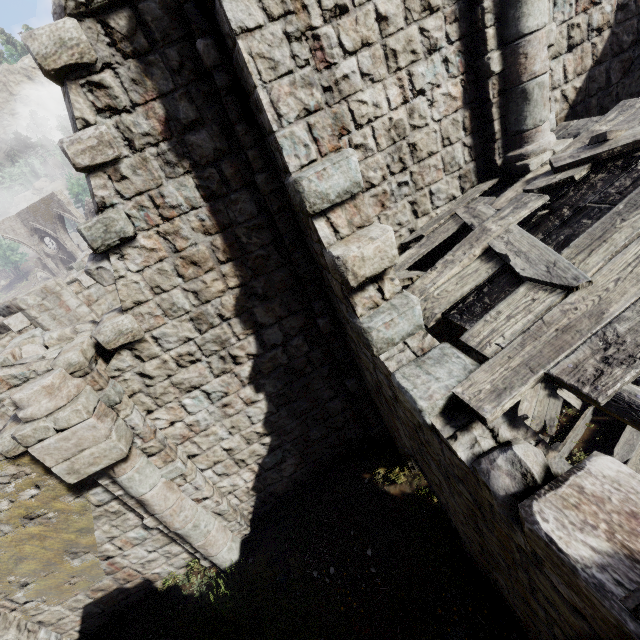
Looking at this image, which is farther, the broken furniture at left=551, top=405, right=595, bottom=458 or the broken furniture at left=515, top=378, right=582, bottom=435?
the broken furniture at left=515, top=378, right=582, bottom=435

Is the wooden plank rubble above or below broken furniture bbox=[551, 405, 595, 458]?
above

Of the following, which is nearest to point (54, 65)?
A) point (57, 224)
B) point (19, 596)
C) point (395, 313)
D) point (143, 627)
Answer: point (395, 313)

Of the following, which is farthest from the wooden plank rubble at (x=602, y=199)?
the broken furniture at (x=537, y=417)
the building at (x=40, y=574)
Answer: the broken furniture at (x=537, y=417)

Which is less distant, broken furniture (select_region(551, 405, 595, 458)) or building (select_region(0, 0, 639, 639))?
building (select_region(0, 0, 639, 639))

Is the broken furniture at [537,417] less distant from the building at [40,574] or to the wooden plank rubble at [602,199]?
the building at [40,574]

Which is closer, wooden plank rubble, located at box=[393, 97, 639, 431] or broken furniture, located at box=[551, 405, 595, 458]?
wooden plank rubble, located at box=[393, 97, 639, 431]

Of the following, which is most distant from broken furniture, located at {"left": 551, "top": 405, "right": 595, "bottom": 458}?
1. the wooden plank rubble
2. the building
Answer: the wooden plank rubble
